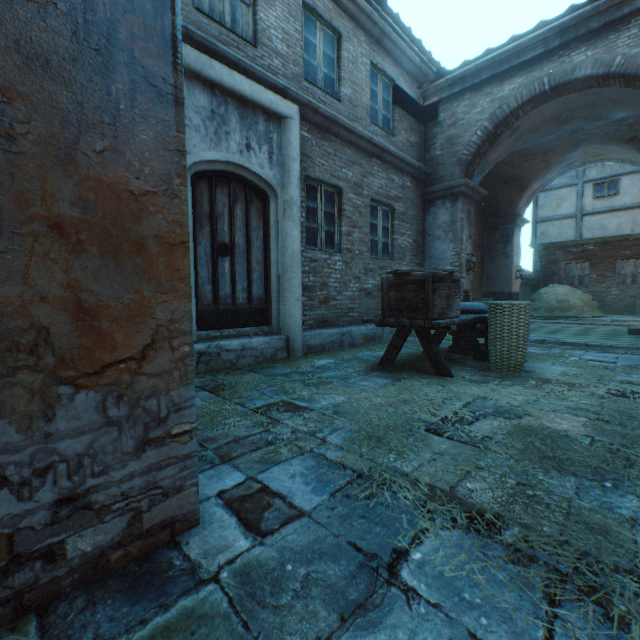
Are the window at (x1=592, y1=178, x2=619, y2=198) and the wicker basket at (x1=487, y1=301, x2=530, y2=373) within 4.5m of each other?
no

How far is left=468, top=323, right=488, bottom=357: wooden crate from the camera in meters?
5.4 m

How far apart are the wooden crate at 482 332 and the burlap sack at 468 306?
0.07m

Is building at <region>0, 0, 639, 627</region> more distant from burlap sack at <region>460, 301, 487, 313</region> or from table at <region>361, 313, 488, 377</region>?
burlap sack at <region>460, 301, 487, 313</region>

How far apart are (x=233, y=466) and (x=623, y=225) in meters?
21.1 m

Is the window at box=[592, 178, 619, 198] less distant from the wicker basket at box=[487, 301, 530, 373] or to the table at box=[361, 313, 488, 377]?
the table at box=[361, 313, 488, 377]

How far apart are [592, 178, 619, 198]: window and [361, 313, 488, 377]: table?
16.49m

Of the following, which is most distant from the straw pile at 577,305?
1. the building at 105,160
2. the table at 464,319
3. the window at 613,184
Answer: the table at 464,319
